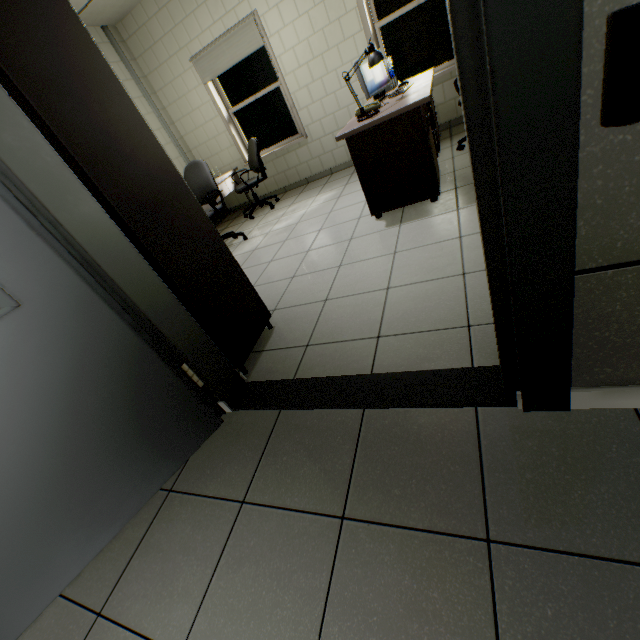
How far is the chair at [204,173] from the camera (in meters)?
4.35

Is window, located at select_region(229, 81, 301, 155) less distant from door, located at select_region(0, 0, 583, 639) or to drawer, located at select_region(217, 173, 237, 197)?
drawer, located at select_region(217, 173, 237, 197)

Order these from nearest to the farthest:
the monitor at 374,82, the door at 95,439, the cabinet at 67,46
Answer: the door at 95,439
the cabinet at 67,46
the monitor at 374,82

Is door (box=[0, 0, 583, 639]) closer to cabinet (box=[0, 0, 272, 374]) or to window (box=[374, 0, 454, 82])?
cabinet (box=[0, 0, 272, 374])

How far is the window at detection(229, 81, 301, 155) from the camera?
5.4 meters

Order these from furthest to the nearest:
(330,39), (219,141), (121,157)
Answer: (219,141)
(330,39)
(121,157)

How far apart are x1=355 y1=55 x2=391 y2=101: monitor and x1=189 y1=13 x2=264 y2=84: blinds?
2.4m

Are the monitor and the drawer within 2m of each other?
no
